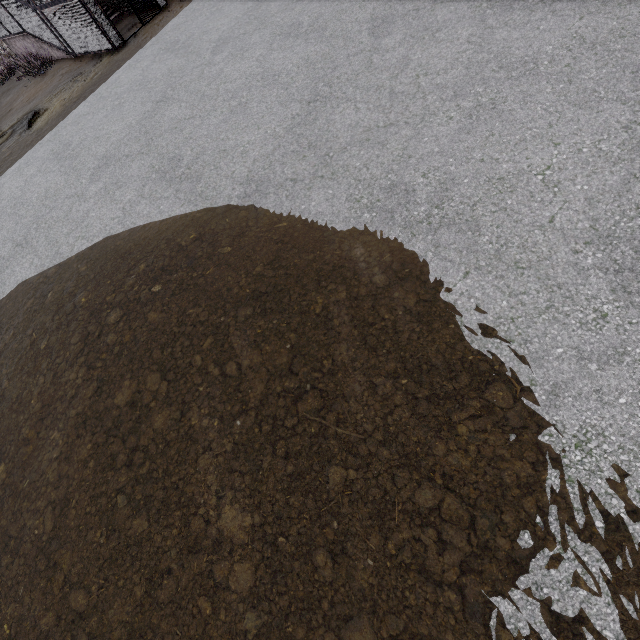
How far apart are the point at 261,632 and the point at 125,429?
2.36m
